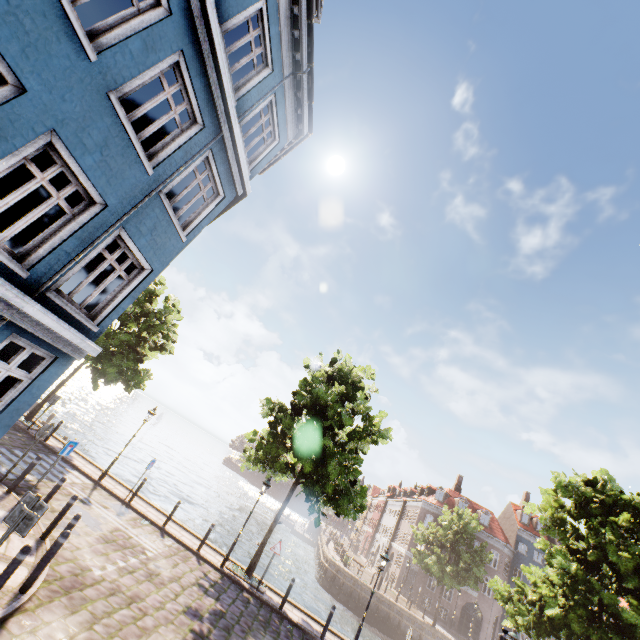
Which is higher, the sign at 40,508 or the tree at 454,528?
the tree at 454,528

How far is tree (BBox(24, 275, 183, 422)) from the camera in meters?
17.3 m

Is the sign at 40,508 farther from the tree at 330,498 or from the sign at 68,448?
the tree at 330,498

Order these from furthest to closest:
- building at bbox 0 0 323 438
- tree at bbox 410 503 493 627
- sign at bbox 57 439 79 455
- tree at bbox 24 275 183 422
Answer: tree at bbox 410 503 493 627 → tree at bbox 24 275 183 422 → sign at bbox 57 439 79 455 → building at bbox 0 0 323 438

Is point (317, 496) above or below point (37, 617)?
above

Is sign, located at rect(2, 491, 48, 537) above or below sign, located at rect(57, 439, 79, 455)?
below

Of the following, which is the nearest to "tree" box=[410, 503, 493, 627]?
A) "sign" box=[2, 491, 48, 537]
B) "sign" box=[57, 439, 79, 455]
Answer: "sign" box=[57, 439, 79, 455]

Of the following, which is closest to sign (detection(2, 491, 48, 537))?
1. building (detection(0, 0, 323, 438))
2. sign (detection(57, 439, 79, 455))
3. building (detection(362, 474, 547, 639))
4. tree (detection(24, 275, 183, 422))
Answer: building (detection(0, 0, 323, 438))
